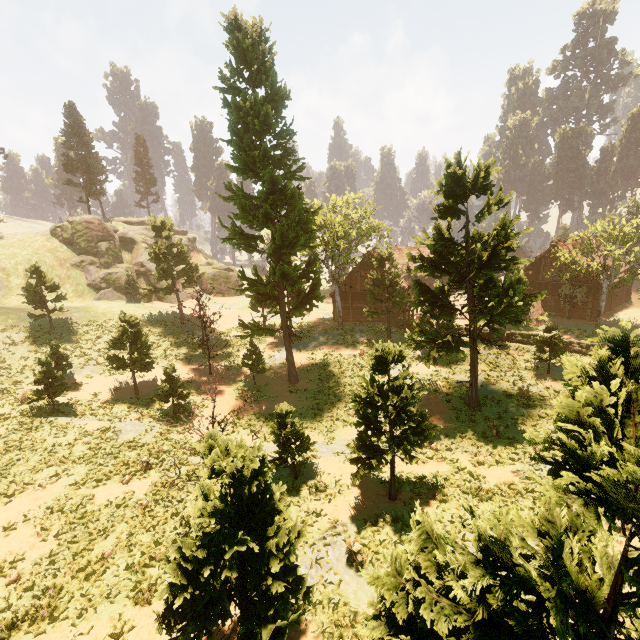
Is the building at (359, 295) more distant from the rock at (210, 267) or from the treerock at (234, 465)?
the rock at (210, 267)

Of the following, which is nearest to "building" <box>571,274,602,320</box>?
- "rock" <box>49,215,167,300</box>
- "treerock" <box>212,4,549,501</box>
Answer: "treerock" <box>212,4,549,501</box>

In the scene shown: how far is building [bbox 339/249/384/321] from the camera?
37.1 meters

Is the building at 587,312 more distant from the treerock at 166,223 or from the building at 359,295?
the building at 359,295

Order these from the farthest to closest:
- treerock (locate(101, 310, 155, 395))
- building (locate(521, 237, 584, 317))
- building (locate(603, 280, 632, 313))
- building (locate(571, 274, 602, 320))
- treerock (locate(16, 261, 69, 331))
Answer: building (locate(603, 280, 632, 313))
building (locate(521, 237, 584, 317))
building (locate(571, 274, 602, 320))
treerock (locate(16, 261, 69, 331))
treerock (locate(101, 310, 155, 395))

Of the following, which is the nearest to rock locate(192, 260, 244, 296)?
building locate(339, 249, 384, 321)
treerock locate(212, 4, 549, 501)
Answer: treerock locate(212, 4, 549, 501)

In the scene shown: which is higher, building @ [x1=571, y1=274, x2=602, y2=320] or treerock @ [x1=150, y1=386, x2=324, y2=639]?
treerock @ [x1=150, y1=386, x2=324, y2=639]

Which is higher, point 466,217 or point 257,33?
point 257,33
